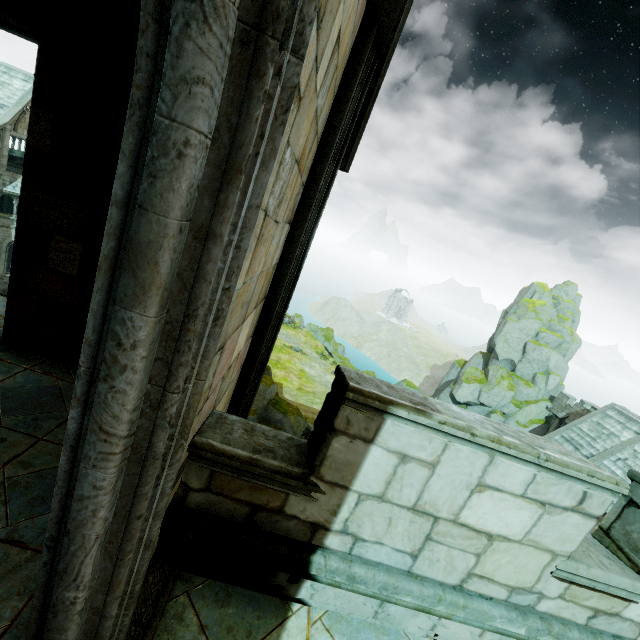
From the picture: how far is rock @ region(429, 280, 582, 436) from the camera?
35.2 meters

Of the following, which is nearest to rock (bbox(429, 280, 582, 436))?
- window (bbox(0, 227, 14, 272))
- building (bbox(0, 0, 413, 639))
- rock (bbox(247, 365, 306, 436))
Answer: rock (bbox(247, 365, 306, 436))

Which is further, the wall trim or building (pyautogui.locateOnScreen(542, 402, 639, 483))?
the wall trim

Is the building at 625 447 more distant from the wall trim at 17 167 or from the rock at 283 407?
the wall trim at 17 167

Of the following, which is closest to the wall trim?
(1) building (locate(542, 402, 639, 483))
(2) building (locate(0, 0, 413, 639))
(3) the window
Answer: (3) the window

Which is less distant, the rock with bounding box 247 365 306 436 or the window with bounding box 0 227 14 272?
the rock with bounding box 247 365 306 436

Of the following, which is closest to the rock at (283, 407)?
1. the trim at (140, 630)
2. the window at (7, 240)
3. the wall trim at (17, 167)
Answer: the trim at (140, 630)

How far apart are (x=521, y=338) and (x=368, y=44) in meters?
41.9 m
